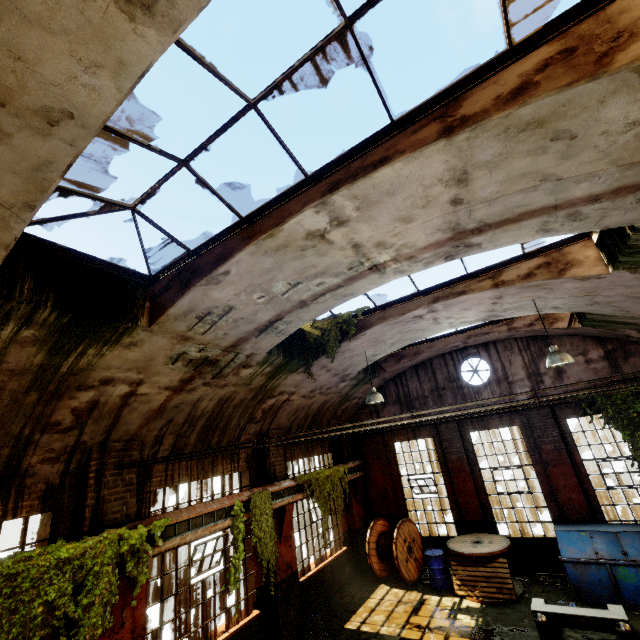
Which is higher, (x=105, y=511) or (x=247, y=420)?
(x=247, y=420)

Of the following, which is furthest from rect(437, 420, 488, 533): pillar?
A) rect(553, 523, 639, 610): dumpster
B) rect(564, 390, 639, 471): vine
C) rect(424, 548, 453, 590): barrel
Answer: rect(564, 390, 639, 471): vine

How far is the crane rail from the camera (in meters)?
6.53

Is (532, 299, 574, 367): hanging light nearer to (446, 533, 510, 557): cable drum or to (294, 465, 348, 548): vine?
(446, 533, 510, 557): cable drum

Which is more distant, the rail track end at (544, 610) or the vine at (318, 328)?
the vine at (318, 328)

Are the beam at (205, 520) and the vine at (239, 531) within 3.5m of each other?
yes

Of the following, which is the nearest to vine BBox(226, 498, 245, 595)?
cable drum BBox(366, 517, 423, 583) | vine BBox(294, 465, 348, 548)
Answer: vine BBox(294, 465, 348, 548)

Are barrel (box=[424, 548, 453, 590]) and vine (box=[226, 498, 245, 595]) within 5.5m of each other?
no
